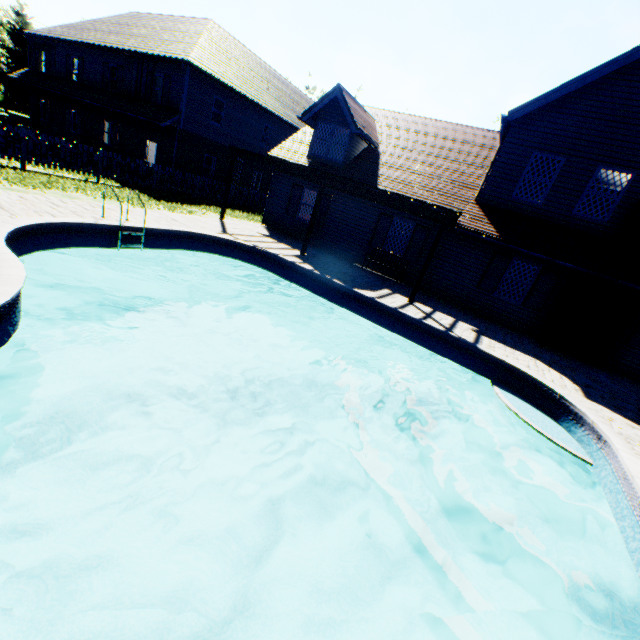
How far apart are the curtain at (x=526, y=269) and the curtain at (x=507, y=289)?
0.2m

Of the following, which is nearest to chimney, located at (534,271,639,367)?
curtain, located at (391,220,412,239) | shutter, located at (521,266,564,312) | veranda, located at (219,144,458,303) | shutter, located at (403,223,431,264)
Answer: shutter, located at (521,266,564,312)

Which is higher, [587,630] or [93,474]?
[587,630]

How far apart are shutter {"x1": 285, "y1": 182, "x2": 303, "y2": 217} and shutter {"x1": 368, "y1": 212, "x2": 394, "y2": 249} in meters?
4.2 m

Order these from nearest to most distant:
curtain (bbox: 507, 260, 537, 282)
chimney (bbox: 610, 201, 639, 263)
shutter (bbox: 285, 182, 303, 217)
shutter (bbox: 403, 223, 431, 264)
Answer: chimney (bbox: 610, 201, 639, 263)
curtain (bbox: 507, 260, 537, 282)
shutter (bbox: 403, 223, 431, 264)
shutter (bbox: 285, 182, 303, 217)

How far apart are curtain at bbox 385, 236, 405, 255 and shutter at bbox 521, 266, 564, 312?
5.00m

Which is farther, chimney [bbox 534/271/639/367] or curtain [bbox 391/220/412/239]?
curtain [bbox 391/220/412/239]

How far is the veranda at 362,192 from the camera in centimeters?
1056cm
